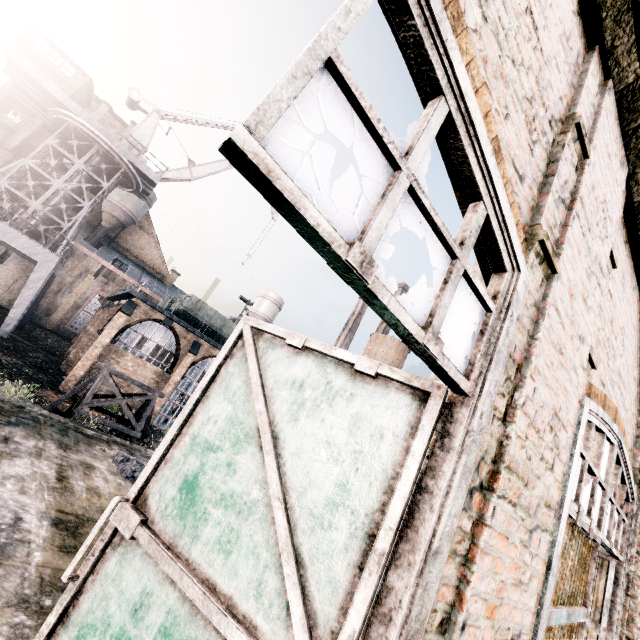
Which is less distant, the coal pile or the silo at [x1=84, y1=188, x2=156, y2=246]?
the coal pile

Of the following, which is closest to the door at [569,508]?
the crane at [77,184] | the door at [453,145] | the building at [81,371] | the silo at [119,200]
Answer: the door at [453,145]

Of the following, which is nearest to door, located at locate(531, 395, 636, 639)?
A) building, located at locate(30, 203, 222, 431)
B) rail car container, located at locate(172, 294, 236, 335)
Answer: building, located at locate(30, 203, 222, 431)

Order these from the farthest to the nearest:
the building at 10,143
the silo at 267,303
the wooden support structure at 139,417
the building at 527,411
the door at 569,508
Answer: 1. the silo at 267,303
2. the building at 10,143
3. the wooden support structure at 139,417
4. the door at 569,508
5. the building at 527,411

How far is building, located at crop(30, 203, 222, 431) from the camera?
24.89m

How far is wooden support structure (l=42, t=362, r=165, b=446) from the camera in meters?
13.9

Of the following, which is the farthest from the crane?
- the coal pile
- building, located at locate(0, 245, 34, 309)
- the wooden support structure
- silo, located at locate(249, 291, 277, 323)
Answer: silo, located at locate(249, 291, 277, 323)

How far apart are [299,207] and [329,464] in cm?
168
